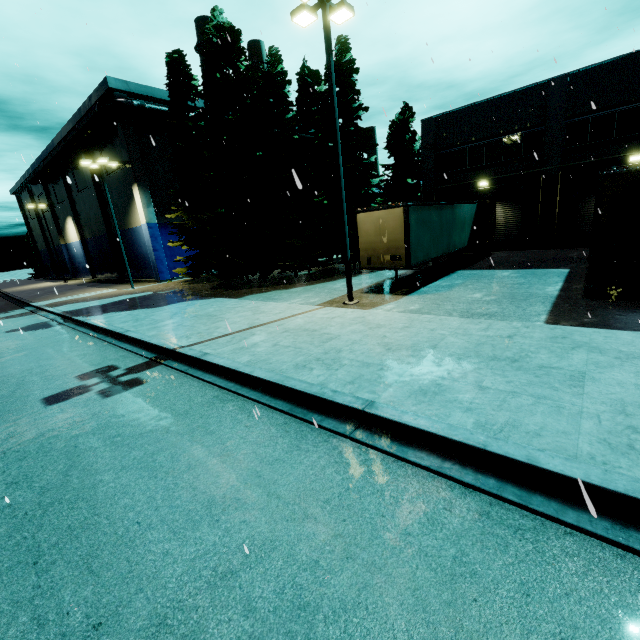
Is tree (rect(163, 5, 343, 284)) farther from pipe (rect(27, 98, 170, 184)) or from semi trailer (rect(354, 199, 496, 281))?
semi trailer (rect(354, 199, 496, 281))

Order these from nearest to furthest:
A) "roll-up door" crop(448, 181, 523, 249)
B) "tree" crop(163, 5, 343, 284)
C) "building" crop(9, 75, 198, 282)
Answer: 1. "tree" crop(163, 5, 343, 284)
2. "roll-up door" crop(448, 181, 523, 249)
3. "building" crop(9, 75, 198, 282)

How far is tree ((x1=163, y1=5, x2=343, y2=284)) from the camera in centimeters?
1888cm

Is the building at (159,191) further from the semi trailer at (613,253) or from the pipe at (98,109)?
the semi trailer at (613,253)

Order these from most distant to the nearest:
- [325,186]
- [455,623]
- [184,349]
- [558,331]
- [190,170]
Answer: [190,170]
[325,186]
[184,349]
[558,331]
[455,623]

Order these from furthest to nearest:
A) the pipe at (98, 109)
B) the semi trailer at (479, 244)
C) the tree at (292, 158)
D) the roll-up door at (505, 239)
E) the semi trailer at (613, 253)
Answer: the pipe at (98, 109), the roll-up door at (505, 239), the tree at (292, 158), the semi trailer at (479, 244), the semi trailer at (613, 253)

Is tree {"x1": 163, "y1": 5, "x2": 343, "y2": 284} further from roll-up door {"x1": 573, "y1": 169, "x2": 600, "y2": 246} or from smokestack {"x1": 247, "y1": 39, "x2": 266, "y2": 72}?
roll-up door {"x1": 573, "y1": 169, "x2": 600, "y2": 246}

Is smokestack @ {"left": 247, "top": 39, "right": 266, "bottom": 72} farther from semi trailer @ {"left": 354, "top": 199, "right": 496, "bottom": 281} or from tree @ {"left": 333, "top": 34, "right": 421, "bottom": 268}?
semi trailer @ {"left": 354, "top": 199, "right": 496, "bottom": 281}
